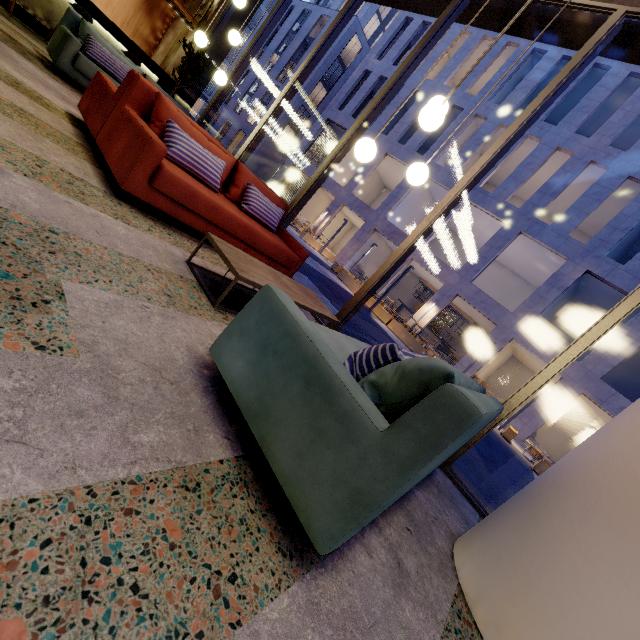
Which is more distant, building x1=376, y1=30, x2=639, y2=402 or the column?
building x1=376, y1=30, x2=639, y2=402

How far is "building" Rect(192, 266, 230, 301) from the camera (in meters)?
2.55

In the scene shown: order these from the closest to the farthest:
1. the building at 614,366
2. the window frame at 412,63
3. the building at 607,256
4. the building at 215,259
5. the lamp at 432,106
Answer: the lamp at 432,106, the building at 215,259, the window frame at 412,63, the building at 614,366, the building at 607,256

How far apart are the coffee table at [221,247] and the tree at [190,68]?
6.3 meters

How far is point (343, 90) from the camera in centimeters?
2881cm

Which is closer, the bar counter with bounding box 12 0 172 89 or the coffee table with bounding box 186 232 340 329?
the coffee table with bounding box 186 232 340 329

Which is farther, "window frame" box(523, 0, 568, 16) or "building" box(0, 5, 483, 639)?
"window frame" box(523, 0, 568, 16)

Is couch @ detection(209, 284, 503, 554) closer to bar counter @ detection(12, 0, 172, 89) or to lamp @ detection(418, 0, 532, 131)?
lamp @ detection(418, 0, 532, 131)
